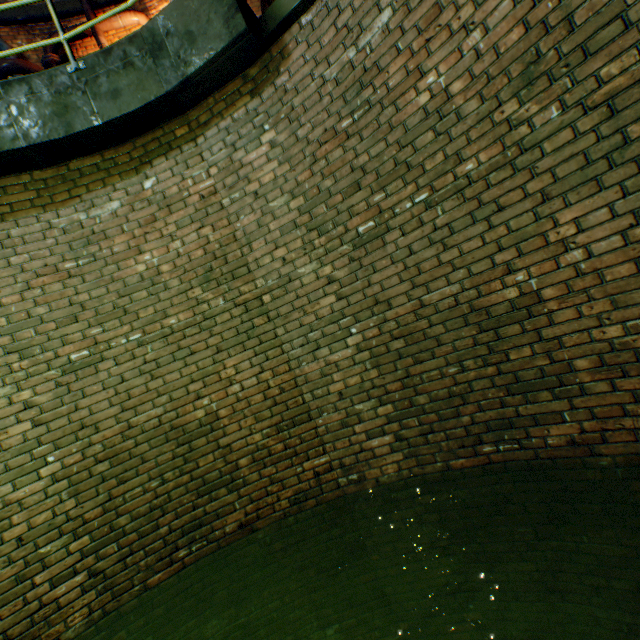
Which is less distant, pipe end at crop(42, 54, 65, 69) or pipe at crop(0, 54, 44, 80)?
pipe at crop(0, 54, 44, 80)

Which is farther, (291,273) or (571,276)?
(291,273)

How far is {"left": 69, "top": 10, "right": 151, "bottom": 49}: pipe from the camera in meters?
6.3

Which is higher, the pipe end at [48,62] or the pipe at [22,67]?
the pipe end at [48,62]

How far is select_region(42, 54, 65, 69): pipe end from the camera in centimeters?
610cm

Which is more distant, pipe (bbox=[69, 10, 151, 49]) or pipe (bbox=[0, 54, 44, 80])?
pipe (bbox=[69, 10, 151, 49])

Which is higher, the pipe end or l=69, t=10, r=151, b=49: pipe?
l=69, t=10, r=151, b=49: pipe

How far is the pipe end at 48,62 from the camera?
6.10m
